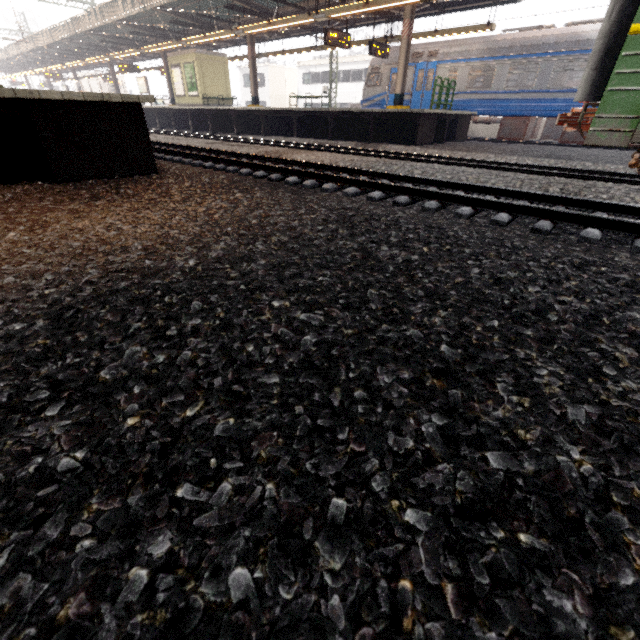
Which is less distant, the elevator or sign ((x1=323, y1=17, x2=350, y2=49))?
sign ((x1=323, y1=17, x2=350, y2=49))

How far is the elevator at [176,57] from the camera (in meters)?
20.11

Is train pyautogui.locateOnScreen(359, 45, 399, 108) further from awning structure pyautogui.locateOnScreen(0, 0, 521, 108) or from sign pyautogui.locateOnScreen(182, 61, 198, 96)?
sign pyautogui.locateOnScreen(182, 61, 198, 96)

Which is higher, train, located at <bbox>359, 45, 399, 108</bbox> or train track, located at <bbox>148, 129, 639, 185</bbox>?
train, located at <bbox>359, 45, 399, 108</bbox>

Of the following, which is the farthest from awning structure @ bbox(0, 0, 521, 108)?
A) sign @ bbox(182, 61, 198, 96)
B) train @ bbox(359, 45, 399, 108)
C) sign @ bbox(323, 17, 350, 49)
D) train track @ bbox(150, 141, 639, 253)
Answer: train track @ bbox(150, 141, 639, 253)

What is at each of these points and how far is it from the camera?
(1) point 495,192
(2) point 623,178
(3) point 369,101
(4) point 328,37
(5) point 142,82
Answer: (1) train track, 5.37m
(2) train track, 6.36m
(3) train, 18.59m
(4) sign, 12.77m
(5) sign, 26.06m

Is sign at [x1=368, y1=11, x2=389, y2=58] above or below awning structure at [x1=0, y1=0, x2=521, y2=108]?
below

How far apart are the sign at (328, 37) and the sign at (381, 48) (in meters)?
1.64
